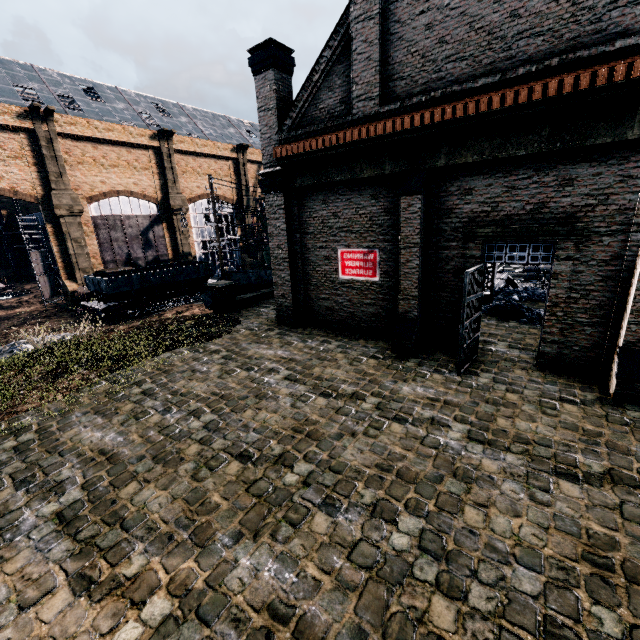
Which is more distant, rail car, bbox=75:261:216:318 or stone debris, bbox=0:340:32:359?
rail car, bbox=75:261:216:318

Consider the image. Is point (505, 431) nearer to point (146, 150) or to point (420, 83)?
point (420, 83)

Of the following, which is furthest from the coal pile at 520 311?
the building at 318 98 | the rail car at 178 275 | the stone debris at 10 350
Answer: the rail car at 178 275

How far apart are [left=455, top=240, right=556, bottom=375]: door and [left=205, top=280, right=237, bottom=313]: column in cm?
1262

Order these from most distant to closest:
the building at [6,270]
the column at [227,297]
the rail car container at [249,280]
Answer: the building at [6,270], the rail car container at [249,280], the column at [227,297]

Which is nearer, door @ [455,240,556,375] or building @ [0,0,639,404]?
building @ [0,0,639,404]

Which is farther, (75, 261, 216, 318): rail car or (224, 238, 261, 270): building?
(224, 238, 261, 270): building

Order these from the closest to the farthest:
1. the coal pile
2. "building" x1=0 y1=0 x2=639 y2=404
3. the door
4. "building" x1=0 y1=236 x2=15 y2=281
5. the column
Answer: "building" x1=0 y1=0 x2=639 y2=404
the door
the coal pile
the column
"building" x1=0 y1=236 x2=15 y2=281
